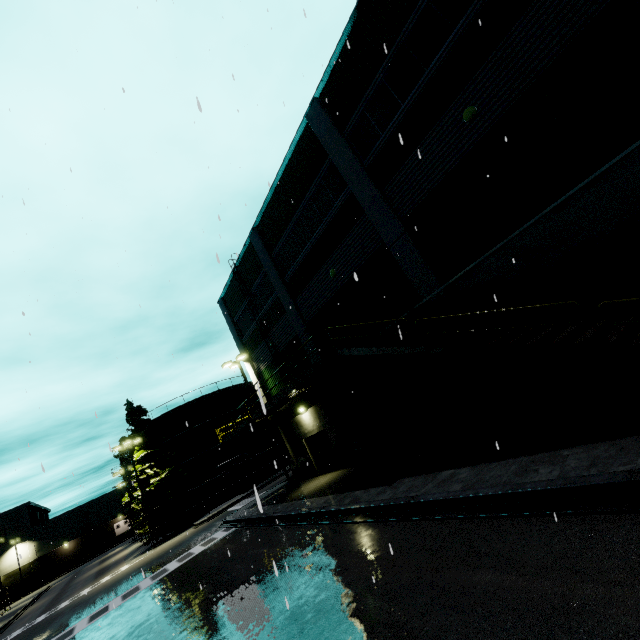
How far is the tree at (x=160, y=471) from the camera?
31.5 meters

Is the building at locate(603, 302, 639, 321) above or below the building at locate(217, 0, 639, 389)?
below

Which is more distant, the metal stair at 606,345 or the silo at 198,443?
the silo at 198,443

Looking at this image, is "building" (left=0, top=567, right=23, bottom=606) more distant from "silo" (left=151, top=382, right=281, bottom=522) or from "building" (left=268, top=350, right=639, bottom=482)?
"building" (left=268, top=350, right=639, bottom=482)

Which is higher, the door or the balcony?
the balcony

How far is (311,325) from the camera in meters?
17.6 m

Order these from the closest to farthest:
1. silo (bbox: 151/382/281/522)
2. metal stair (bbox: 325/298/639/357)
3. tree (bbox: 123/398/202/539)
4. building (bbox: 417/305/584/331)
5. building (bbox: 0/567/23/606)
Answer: metal stair (bbox: 325/298/639/357) < building (bbox: 417/305/584/331) < tree (bbox: 123/398/202/539) < silo (bbox: 151/382/281/522) < building (bbox: 0/567/23/606)

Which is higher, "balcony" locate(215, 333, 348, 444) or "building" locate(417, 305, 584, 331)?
"balcony" locate(215, 333, 348, 444)
